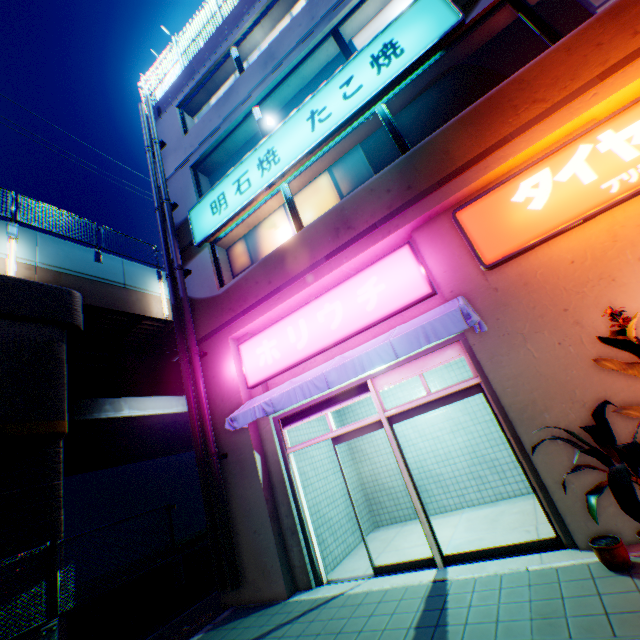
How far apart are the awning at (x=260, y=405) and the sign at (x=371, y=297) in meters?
0.2 m

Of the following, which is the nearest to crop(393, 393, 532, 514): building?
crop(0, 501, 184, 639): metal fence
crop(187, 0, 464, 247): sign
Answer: crop(187, 0, 464, 247): sign

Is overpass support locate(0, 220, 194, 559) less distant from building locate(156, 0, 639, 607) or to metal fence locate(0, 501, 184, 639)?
metal fence locate(0, 501, 184, 639)

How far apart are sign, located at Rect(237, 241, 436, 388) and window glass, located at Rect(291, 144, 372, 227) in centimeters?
159cm

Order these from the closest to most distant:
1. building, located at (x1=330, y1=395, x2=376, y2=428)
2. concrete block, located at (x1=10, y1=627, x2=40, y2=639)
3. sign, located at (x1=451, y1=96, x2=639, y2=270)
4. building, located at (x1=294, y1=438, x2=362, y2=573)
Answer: sign, located at (x1=451, y1=96, x2=639, y2=270), concrete block, located at (x1=10, y1=627, x2=40, y2=639), building, located at (x1=294, y1=438, x2=362, y2=573), building, located at (x1=330, y1=395, x2=376, y2=428)

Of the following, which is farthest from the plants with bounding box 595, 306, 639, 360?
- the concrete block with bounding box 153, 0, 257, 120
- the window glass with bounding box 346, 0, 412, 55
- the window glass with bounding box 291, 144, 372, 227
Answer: the concrete block with bounding box 153, 0, 257, 120

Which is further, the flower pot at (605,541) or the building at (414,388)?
the building at (414,388)

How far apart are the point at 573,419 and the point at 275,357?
5.3 meters
